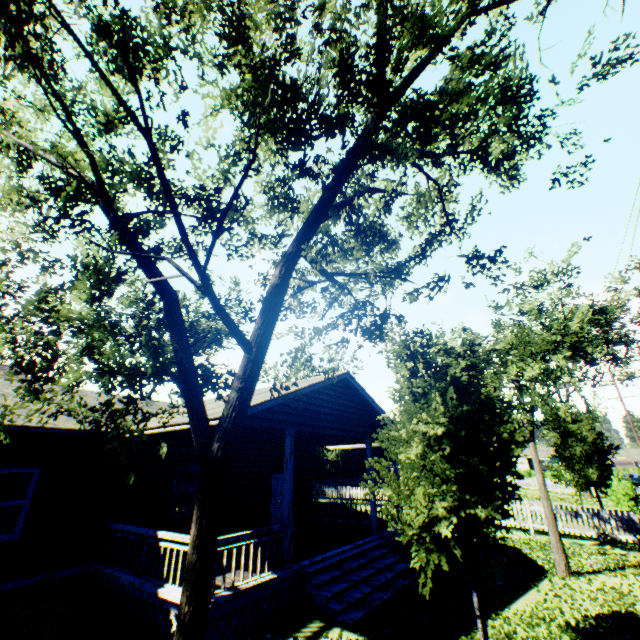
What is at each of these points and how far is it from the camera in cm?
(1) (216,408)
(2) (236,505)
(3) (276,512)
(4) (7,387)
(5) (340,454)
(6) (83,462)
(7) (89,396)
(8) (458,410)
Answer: (1) house, 938
(2) house, 1311
(3) door, 1477
(4) house, 1082
(5) tree, 2503
(6) house, 939
(7) house, 1300
(8) tree, 635

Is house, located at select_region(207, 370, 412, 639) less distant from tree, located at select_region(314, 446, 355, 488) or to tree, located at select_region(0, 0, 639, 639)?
tree, located at select_region(0, 0, 639, 639)

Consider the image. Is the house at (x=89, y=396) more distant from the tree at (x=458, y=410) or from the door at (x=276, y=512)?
the tree at (x=458, y=410)

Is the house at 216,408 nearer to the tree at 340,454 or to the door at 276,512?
the door at 276,512

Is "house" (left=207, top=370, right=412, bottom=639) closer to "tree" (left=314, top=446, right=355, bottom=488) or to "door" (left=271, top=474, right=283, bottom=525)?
"door" (left=271, top=474, right=283, bottom=525)

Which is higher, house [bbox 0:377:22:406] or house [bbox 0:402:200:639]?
house [bbox 0:377:22:406]

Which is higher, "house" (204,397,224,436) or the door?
"house" (204,397,224,436)
